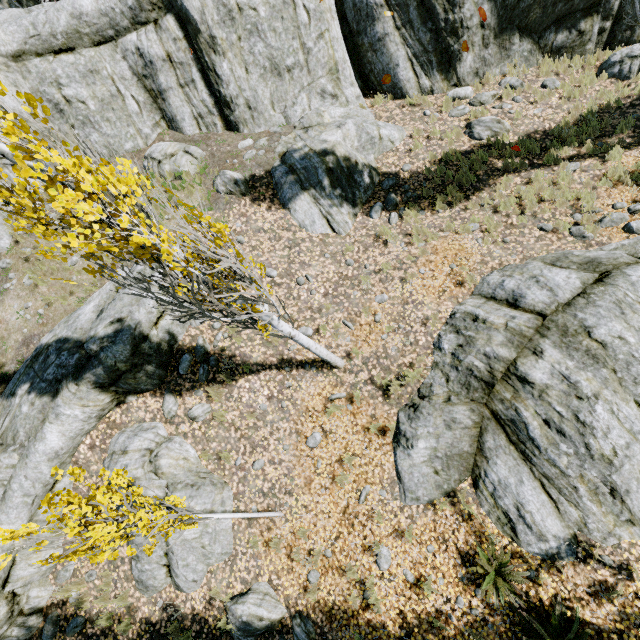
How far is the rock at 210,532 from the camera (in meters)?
6.70

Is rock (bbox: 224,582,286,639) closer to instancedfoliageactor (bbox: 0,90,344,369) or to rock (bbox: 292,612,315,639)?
rock (bbox: 292,612,315,639)

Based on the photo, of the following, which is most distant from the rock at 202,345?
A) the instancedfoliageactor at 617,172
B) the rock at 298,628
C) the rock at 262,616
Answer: the rock at 298,628

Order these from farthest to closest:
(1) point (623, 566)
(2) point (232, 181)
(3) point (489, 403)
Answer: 1. (2) point (232, 181)
2. (3) point (489, 403)
3. (1) point (623, 566)

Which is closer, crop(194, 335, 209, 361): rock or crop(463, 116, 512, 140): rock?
crop(194, 335, 209, 361): rock

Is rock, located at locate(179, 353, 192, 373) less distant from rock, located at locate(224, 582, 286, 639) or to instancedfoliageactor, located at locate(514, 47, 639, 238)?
instancedfoliageactor, located at locate(514, 47, 639, 238)

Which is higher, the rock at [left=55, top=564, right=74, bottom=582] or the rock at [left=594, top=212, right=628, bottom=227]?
the rock at [left=55, top=564, right=74, bottom=582]
